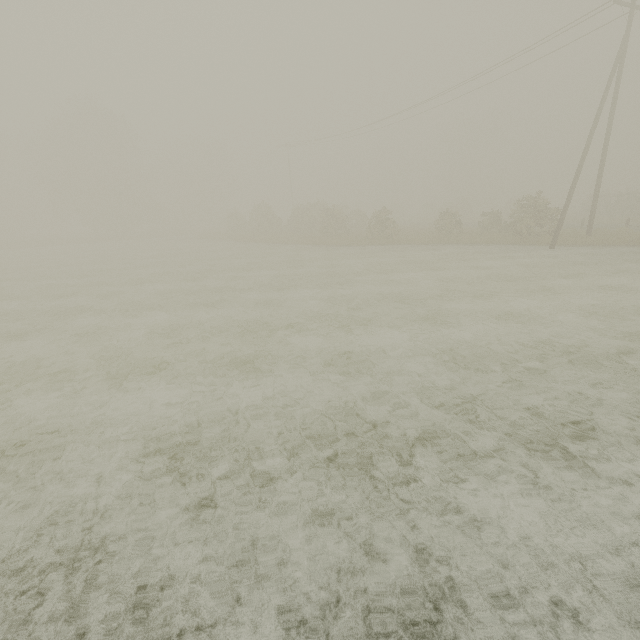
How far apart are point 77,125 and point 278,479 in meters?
51.1 m
